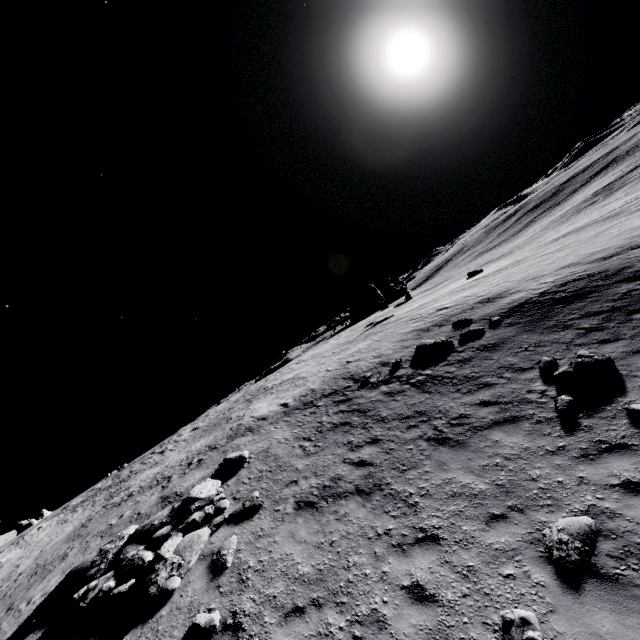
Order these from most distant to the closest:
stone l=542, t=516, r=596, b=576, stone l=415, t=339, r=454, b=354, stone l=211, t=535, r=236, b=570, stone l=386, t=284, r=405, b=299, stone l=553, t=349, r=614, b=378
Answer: stone l=386, t=284, r=405, b=299 < stone l=415, t=339, r=454, b=354 < stone l=553, t=349, r=614, b=378 < stone l=211, t=535, r=236, b=570 < stone l=542, t=516, r=596, b=576

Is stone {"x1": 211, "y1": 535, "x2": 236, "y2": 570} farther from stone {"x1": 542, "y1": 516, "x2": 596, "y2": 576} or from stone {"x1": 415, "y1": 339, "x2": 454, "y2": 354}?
stone {"x1": 415, "y1": 339, "x2": 454, "y2": 354}

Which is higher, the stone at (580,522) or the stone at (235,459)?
the stone at (235,459)

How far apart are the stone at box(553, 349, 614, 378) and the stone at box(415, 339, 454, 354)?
5.2 meters

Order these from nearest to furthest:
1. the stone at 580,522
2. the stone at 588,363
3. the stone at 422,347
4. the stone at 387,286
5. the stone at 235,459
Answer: the stone at 580,522, the stone at 588,363, the stone at 235,459, the stone at 422,347, the stone at 387,286

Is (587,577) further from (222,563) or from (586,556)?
(222,563)

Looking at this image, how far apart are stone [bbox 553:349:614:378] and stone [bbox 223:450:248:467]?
11.1m

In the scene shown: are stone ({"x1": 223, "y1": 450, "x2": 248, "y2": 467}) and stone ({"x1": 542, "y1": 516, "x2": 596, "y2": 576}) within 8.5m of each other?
no
